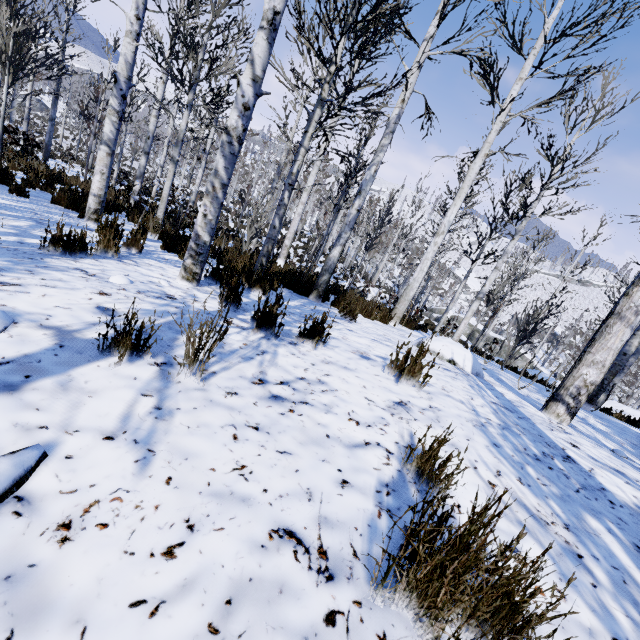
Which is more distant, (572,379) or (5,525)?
(572,379)

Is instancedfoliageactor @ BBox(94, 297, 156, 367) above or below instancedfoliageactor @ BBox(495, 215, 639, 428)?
below

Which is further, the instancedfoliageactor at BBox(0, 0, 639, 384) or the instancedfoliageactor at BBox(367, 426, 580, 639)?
the instancedfoliageactor at BBox(0, 0, 639, 384)

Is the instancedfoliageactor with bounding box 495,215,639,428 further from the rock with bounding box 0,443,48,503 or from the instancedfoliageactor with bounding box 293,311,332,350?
the rock with bounding box 0,443,48,503

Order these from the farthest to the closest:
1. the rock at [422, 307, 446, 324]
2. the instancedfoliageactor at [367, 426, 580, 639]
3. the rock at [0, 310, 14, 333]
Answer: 1. the rock at [422, 307, 446, 324]
2. the rock at [0, 310, 14, 333]
3. the instancedfoliageactor at [367, 426, 580, 639]

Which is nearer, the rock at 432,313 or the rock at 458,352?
the rock at 458,352

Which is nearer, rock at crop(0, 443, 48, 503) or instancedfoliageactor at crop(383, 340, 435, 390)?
rock at crop(0, 443, 48, 503)

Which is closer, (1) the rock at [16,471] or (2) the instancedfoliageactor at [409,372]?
(1) the rock at [16,471]
